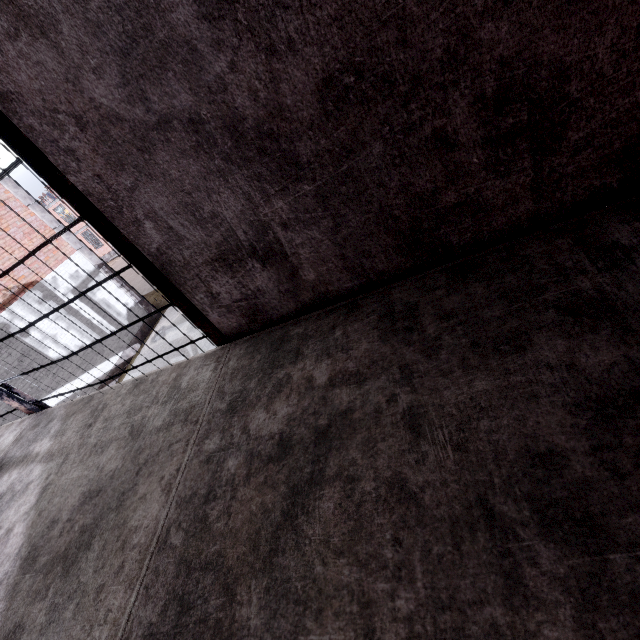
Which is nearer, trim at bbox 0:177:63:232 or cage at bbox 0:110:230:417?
cage at bbox 0:110:230:417

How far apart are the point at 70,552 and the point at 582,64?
2.5 meters

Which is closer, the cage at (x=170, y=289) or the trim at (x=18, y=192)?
the cage at (x=170, y=289)

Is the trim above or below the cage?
above

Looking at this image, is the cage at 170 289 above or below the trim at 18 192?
below
